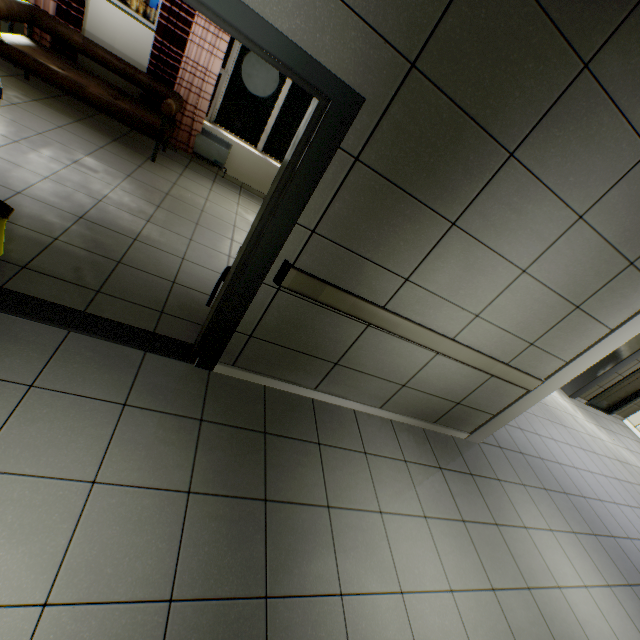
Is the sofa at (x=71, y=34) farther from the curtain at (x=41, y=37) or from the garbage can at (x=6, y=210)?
the garbage can at (x=6, y=210)

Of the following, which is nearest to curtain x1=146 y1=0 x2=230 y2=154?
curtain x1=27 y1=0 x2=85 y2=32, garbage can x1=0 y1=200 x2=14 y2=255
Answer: curtain x1=27 y1=0 x2=85 y2=32

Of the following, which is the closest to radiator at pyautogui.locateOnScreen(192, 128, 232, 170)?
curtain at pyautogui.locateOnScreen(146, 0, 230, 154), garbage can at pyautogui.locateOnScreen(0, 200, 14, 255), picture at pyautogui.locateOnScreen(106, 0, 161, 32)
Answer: curtain at pyautogui.locateOnScreen(146, 0, 230, 154)

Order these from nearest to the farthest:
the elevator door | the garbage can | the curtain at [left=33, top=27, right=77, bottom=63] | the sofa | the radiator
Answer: the garbage can → the sofa → the curtain at [left=33, top=27, right=77, bottom=63] → the radiator → the elevator door

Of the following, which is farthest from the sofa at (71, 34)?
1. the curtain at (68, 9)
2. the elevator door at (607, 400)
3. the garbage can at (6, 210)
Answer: the elevator door at (607, 400)

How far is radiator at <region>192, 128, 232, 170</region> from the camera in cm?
583

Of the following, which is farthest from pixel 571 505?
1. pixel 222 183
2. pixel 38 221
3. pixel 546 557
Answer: pixel 222 183

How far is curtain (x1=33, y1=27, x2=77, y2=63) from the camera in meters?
4.7 m
